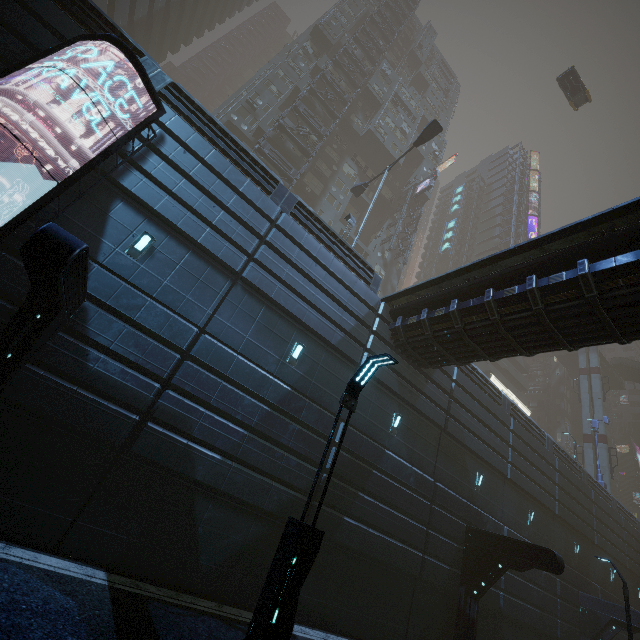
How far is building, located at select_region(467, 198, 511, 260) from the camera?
54.4m

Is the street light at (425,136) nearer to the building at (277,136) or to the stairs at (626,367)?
the building at (277,136)

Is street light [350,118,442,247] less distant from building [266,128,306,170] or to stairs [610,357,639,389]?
building [266,128,306,170]

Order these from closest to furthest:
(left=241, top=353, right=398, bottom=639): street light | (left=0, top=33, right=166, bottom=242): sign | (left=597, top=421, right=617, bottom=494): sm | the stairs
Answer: (left=241, top=353, right=398, bottom=639): street light, (left=0, top=33, right=166, bottom=242): sign, (left=597, top=421, right=617, bottom=494): sm, the stairs

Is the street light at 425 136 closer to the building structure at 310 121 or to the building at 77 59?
the building at 77 59

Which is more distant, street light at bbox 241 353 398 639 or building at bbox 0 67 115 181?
building at bbox 0 67 115 181

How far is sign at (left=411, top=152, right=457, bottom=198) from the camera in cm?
3867

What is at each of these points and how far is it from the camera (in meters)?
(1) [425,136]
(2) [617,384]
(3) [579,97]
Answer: (1) street light, 21.50
(2) bridge, 52.12
(3) taxi, 33.62
